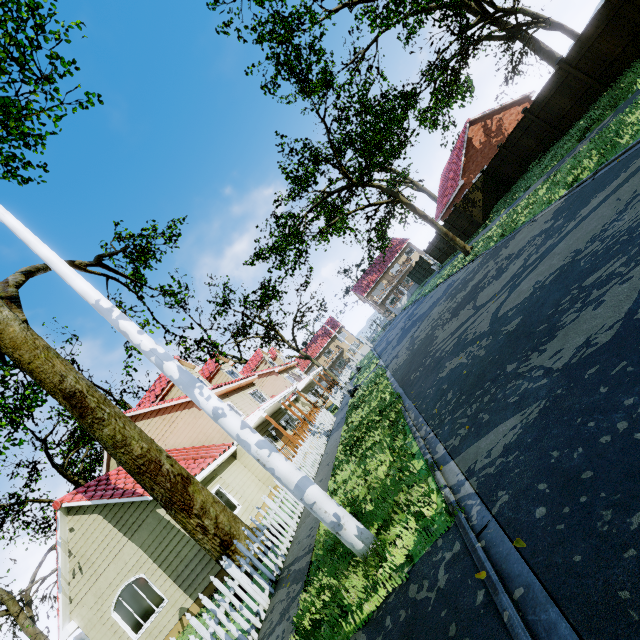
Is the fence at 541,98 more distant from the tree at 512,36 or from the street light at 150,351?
the street light at 150,351

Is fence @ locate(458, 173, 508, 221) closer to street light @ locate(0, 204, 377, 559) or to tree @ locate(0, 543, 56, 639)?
tree @ locate(0, 543, 56, 639)

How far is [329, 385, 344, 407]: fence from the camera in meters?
21.9

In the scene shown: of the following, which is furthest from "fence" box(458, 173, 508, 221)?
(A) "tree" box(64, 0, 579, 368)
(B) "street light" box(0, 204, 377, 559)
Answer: (B) "street light" box(0, 204, 377, 559)

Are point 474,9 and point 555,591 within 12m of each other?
no

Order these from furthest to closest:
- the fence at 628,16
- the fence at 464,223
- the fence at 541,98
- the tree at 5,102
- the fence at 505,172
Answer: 1. the fence at 464,223
2. the fence at 505,172
3. the fence at 541,98
4. the tree at 5,102
5. the fence at 628,16
